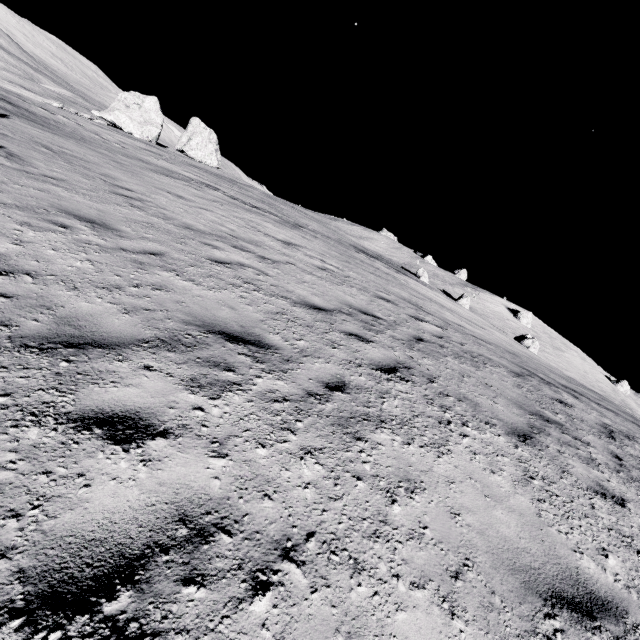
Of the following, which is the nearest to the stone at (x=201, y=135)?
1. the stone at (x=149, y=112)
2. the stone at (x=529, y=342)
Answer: the stone at (x=149, y=112)

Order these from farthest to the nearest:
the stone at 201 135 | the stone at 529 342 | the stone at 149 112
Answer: the stone at 201 135
the stone at 529 342
the stone at 149 112

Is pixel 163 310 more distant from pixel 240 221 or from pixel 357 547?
pixel 240 221

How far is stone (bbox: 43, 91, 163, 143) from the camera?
38.9m

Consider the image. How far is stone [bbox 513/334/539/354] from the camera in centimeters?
4153cm

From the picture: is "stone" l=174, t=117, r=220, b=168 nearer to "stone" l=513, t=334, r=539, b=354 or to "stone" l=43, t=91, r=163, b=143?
"stone" l=43, t=91, r=163, b=143
